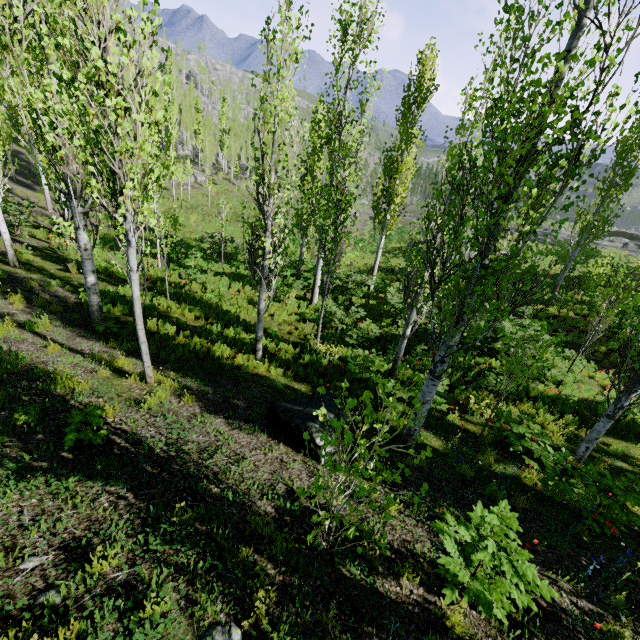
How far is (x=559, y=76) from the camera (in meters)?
3.66

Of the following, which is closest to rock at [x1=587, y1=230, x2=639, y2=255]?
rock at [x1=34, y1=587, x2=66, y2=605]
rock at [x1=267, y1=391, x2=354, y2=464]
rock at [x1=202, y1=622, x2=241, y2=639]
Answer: rock at [x1=34, y1=587, x2=66, y2=605]

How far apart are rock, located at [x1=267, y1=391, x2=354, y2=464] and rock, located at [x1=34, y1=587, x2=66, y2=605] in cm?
326

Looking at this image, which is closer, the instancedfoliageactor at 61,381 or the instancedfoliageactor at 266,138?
the instancedfoliageactor at 266,138

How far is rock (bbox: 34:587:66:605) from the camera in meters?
2.6

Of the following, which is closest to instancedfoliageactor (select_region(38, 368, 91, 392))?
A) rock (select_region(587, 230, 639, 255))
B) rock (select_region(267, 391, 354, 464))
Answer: rock (select_region(587, 230, 639, 255))

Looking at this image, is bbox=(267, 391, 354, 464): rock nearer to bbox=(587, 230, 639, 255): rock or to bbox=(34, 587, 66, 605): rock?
bbox=(34, 587, 66, 605): rock

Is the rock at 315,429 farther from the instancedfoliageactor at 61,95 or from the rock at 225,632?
the rock at 225,632
